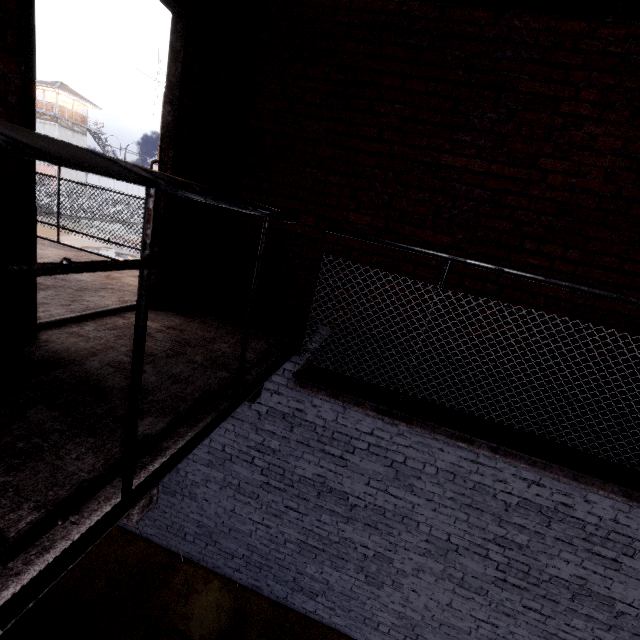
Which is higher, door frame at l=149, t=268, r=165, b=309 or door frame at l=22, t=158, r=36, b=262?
door frame at l=22, t=158, r=36, b=262

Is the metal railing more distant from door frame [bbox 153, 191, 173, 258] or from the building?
the building

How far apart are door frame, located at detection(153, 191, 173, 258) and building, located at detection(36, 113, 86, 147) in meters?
53.8

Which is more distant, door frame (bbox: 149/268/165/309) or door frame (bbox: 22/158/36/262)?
door frame (bbox: 149/268/165/309)

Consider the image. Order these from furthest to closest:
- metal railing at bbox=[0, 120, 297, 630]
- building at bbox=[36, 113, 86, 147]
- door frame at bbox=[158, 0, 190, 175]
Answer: building at bbox=[36, 113, 86, 147] < door frame at bbox=[158, 0, 190, 175] < metal railing at bbox=[0, 120, 297, 630]

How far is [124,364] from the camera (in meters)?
1.86

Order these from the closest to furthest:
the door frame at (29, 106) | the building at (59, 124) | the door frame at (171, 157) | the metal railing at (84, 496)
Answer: the metal railing at (84, 496), the door frame at (29, 106), the door frame at (171, 157), the building at (59, 124)

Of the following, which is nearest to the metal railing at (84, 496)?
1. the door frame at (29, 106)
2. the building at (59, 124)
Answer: the door frame at (29, 106)
